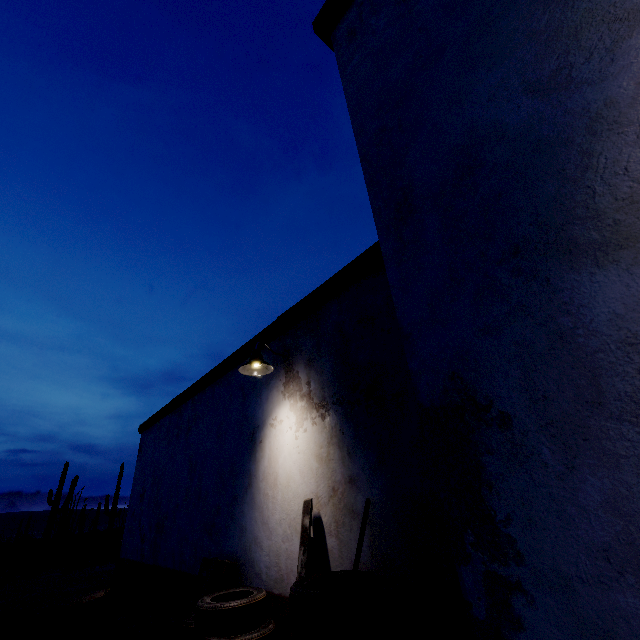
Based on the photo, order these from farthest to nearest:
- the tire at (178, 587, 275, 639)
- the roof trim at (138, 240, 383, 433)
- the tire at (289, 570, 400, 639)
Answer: the roof trim at (138, 240, 383, 433) → the tire at (178, 587, 275, 639) → the tire at (289, 570, 400, 639)

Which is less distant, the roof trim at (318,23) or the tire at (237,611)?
the roof trim at (318,23)

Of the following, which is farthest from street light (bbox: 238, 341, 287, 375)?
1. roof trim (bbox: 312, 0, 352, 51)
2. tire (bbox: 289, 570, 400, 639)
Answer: tire (bbox: 289, 570, 400, 639)

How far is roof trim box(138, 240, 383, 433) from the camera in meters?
3.8 m

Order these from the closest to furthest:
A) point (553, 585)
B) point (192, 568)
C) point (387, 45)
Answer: point (553, 585) → point (387, 45) → point (192, 568)

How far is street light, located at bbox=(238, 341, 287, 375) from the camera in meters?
4.2

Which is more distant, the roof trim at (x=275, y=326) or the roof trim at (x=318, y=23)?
the roof trim at (x=275, y=326)

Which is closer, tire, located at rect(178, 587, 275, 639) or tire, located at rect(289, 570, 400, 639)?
tire, located at rect(289, 570, 400, 639)
